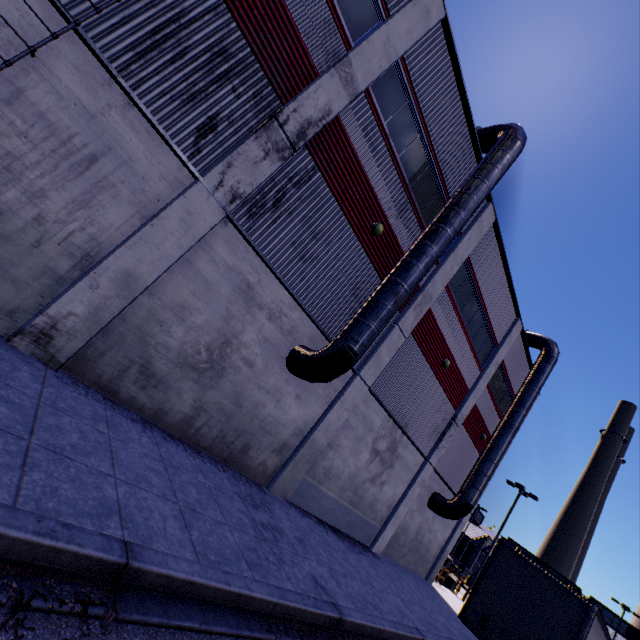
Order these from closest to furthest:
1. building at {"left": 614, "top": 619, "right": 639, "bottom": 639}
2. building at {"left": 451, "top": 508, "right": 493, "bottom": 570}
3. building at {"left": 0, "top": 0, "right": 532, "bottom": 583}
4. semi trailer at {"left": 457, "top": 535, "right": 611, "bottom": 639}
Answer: building at {"left": 0, "top": 0, "right": 532, "bottom": 583} → semi trailer at {"left": 457, "top": 535, "right": 611, "bottom": 639} → building at {"left": 614, "top": 619, "right": 639, "bottom": 639} → building at {"left": 451, "top": 508, "right": 493, "bottom": 570}

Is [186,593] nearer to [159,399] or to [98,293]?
[159,399]

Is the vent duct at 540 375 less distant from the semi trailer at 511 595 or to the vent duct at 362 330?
the semi trailer at 511 595

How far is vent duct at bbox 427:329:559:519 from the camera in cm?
1681

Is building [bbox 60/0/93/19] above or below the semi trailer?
above

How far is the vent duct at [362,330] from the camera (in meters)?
9.02

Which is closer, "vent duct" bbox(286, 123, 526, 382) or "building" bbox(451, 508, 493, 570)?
"vent duct" bbox(286, 123, 526, 382)

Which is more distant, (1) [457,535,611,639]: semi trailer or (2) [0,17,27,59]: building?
(1) [457,535,611,639]: semi trailer
